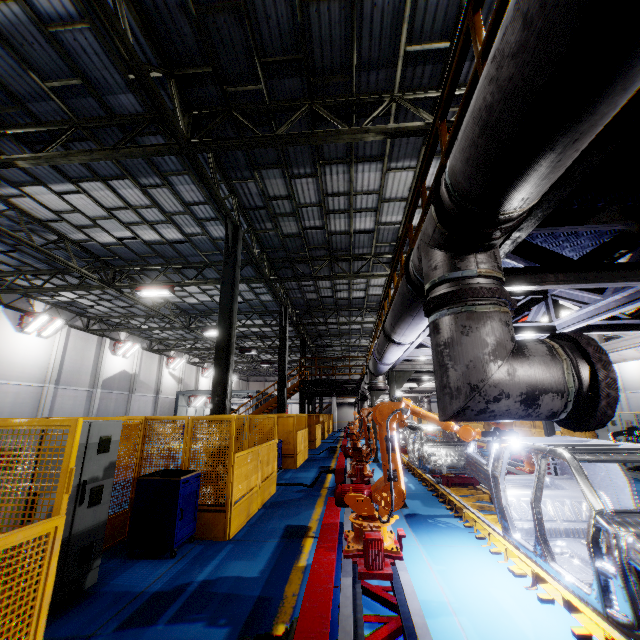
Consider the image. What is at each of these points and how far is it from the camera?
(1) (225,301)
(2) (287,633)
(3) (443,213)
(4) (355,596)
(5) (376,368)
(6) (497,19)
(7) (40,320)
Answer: (1) metal pole, 9.37m
(2) plug, 2.61m
(3) vent pipe clamp, 1.78m
(4) metal platform, 3.66m
(5) vent pipe, 7.45m
(6) metal handrail, 2.25m
(7) light, 18.72m

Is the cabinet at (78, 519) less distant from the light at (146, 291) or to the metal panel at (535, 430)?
the metal panel at (535, 430)

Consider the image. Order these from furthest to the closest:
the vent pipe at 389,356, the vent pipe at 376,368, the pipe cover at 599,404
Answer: the vent pipe at 376,368, the vent pipe at 389,356, the pipe cover at 599,404

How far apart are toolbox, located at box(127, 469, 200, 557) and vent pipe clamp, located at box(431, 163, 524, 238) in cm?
589

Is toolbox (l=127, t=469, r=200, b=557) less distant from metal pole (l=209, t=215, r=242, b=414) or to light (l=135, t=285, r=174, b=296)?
metal pole (l=209, t=215, r=242, b=414)

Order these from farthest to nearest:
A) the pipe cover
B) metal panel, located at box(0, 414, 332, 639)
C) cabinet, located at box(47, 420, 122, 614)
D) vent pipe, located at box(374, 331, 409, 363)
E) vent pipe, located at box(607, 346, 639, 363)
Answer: vent pipe, located at box(607, 346, 639, 363) < vent pipe, located at box(374, 331, 409, 363) < cabinet, located at box(47, 420, 122, 614) < metal panel, located at box(0, 414, 332, 639) < the pipe cover

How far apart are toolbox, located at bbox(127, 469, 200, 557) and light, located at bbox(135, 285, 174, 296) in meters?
10.0

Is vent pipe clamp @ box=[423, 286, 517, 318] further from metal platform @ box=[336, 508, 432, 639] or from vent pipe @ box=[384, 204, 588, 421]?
metal platform @ box=[336, 508, 432, 639]
